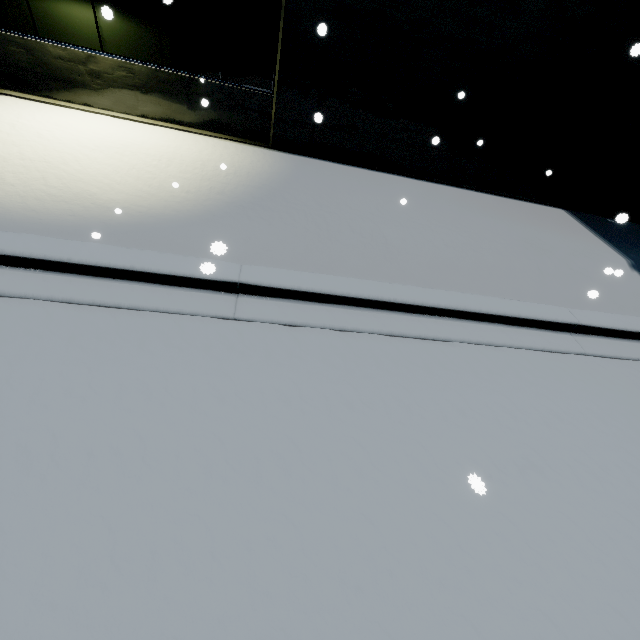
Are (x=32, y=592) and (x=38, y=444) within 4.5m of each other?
yes
